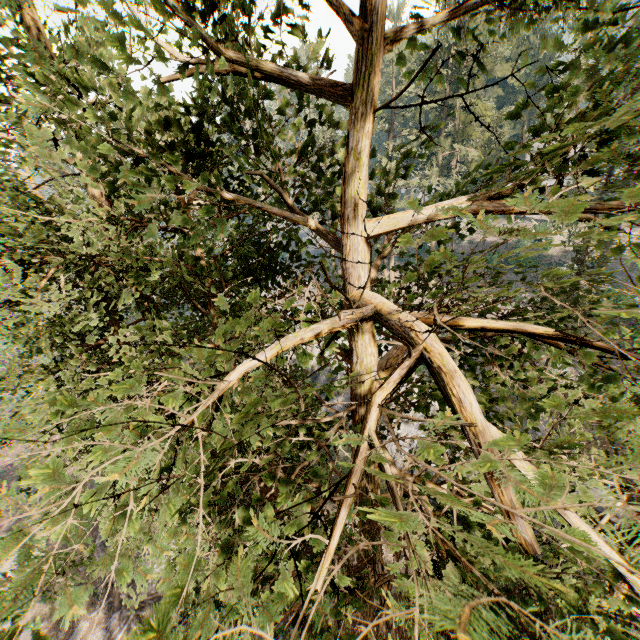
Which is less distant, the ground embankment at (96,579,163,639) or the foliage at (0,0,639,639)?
the foliage at (0,0,639,639)

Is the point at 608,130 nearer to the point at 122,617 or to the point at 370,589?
the point at 370,589

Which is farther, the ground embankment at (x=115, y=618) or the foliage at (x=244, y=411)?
the ground embankment at (x=115, y=618)

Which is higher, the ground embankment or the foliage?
the foliage

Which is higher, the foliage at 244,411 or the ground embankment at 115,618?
the foliage at 244,411
